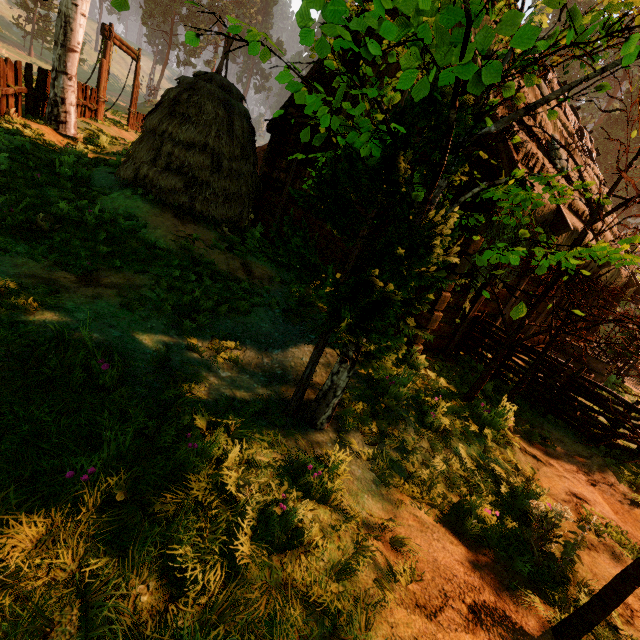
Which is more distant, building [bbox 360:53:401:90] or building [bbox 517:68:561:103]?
building [bbox 360:53:401:90]

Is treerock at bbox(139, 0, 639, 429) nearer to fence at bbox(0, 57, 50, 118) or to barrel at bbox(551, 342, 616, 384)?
fence at bbox(0, 57, 50, 118)

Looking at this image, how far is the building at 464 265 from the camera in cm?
553

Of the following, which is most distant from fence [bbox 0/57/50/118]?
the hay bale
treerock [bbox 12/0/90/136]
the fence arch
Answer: the hay bale

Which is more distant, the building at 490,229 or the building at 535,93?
the building at 535,93

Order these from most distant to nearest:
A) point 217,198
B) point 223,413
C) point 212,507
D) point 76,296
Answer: point 217,198 → point 76,296 → point 223,413 → point 212,507

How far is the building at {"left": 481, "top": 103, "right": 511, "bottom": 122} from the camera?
5.0m
